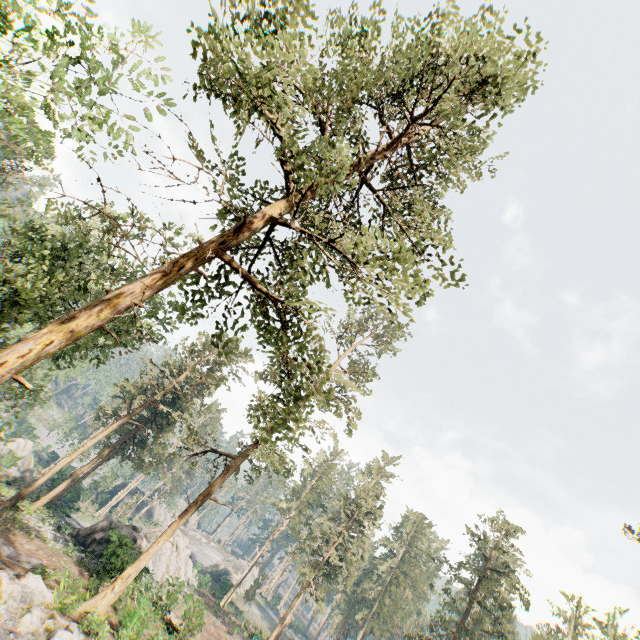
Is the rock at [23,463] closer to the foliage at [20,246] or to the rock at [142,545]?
the foliage at [20,246]

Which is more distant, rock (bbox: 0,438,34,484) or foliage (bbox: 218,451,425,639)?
foliage (bbox: 218,451,425,639)

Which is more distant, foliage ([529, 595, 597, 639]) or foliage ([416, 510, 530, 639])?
foliage ([529, 595, 597, 639])

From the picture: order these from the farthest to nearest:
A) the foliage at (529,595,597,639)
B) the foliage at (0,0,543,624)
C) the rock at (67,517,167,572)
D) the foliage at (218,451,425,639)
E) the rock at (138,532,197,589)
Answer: the foliage at (529,595,597,639) < the foliage at (218,451,425,639) < the rock at (138,532,197,589) < the rock at (67,517,167,572) < the foliage at (0,0,543,624)

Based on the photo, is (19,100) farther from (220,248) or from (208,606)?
(208,606)

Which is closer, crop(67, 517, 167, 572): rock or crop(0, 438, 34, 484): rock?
crop(67, 517, 167, 572): rock

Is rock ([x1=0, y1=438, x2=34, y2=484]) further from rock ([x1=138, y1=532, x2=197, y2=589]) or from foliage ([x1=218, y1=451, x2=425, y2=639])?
rock ([x1=138, y1=532, x2=197, y2=589])

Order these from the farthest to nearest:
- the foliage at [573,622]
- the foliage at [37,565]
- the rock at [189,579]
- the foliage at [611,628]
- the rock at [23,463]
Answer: the foliage at [611,628], the foliage at [573,622], the rock at [189,579], the rock at [23,463], the foliage at [37,565]
